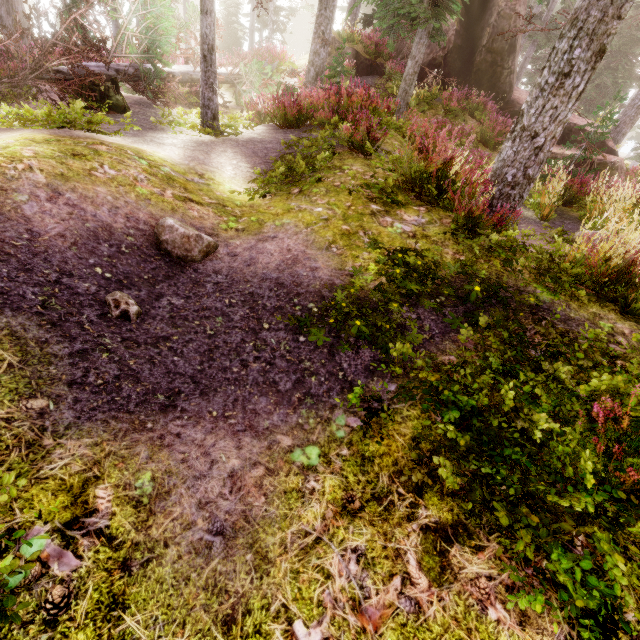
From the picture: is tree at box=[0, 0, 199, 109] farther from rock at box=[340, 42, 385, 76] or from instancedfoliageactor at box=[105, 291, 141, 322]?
rock at box=[340, 42, 385, 76]

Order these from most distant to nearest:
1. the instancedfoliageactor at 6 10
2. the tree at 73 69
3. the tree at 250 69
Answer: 1. the instancedfoliageactor at 6 10
2. the tree at 250 69
3. the tree at 73 69

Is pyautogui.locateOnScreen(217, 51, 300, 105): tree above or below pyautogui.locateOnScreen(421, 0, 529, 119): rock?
below

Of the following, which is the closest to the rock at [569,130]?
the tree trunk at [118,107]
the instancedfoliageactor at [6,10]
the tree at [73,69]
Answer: the instancedfoliageactor at [6,10]

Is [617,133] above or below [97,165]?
above

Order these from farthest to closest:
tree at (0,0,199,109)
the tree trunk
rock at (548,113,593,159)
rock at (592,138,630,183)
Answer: rock at (548,113,593,159)
rock at (592,138,630,183)
the tree trunk
tree at (0,0,199,109)

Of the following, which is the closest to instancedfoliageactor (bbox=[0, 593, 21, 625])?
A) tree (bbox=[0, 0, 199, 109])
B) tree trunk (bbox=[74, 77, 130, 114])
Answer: tree (bbox=[0, 0, 199, 109])
